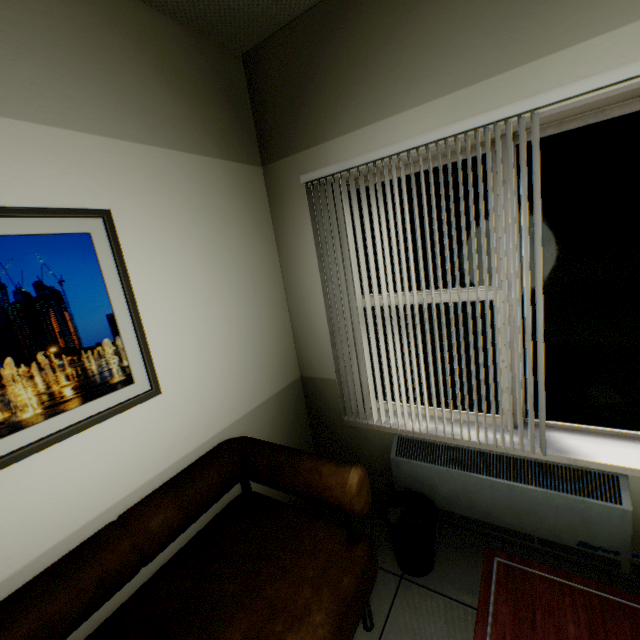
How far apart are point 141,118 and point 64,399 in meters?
1.4

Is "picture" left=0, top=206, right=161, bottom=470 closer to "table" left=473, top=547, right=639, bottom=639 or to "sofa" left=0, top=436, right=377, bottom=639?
"sofa" left=0, top=436, right=377, bottom=639

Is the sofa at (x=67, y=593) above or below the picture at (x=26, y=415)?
below

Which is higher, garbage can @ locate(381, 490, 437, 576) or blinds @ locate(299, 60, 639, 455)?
blinds @ locate(299, 60, 639, 455)

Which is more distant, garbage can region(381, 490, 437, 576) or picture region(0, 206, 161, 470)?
garbage can region(381, 490, 437, 576)

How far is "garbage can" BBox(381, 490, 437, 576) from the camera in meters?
1.8 m

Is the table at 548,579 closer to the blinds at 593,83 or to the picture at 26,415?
the blinds at 593,83

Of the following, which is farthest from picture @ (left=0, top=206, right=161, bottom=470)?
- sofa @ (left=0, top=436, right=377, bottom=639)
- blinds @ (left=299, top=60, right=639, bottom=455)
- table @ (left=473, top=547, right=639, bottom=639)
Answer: table @ (left=473, top=547, right=639, bottom=639)
